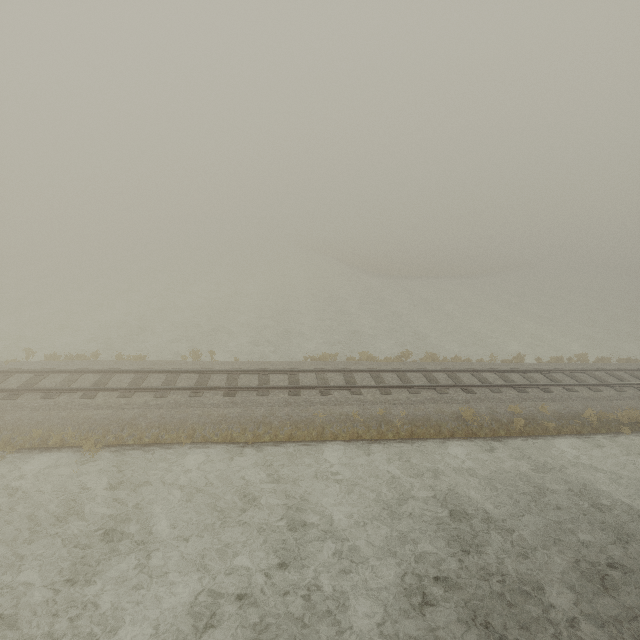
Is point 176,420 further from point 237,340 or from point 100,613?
point 237,340
